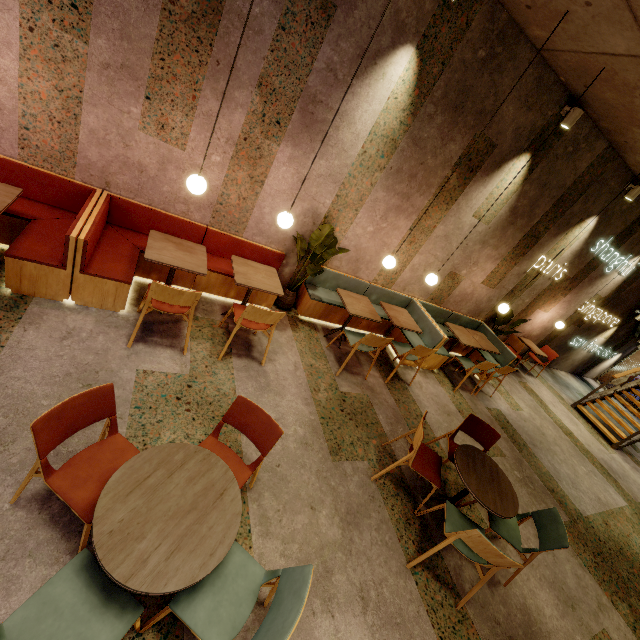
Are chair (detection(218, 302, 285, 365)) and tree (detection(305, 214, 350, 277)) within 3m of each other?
yes

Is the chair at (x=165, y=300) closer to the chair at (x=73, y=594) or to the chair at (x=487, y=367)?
the chair at (x=73, y=594)

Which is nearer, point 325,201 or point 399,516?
point 399,516

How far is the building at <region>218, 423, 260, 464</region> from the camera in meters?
3.0 m

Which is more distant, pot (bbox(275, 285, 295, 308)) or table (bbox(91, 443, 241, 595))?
pot (bbox(275, 285, 295, 308))

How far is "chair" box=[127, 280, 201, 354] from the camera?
3.04m

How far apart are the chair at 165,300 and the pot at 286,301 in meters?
1.6

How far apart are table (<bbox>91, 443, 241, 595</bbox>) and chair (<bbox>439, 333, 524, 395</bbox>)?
5.7 meters
